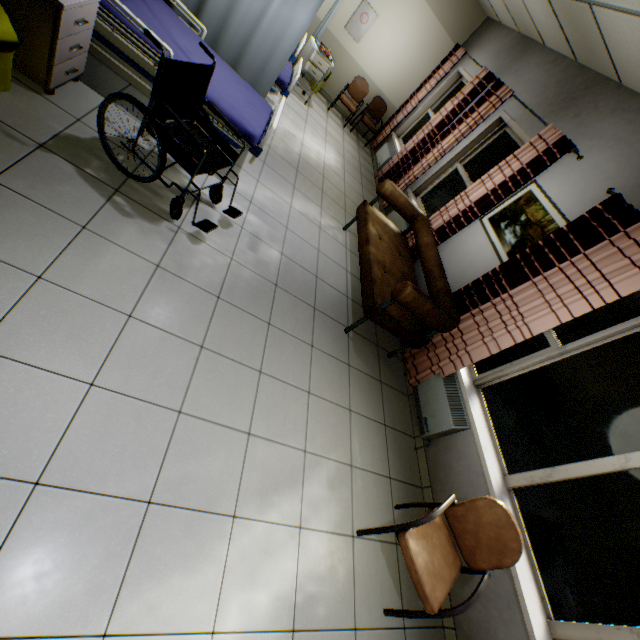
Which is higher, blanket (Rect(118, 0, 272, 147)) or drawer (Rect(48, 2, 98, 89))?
blanket (Rect(118, 0, 272, 147))

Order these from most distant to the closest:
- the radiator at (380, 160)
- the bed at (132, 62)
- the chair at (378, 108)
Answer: the chair at (378, 108), the radiator at (380, 160), the bed at (132, 62)

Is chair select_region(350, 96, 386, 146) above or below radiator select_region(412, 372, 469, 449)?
above

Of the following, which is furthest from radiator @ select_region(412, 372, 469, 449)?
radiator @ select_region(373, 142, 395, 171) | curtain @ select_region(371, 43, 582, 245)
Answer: radiator @ select_region(373, 142, 395, 171)

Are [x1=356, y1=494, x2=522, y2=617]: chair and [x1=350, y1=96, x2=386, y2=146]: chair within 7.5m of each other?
no

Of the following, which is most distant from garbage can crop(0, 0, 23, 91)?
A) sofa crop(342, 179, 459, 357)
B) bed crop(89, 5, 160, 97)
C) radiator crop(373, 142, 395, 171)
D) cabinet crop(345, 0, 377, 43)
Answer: cabinet crop(345, 0, 377, 43)

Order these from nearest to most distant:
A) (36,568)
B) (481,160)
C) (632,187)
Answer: (36,568) → (632,187) → (481,160)

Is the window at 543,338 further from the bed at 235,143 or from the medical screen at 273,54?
the medical screen at 273,54
